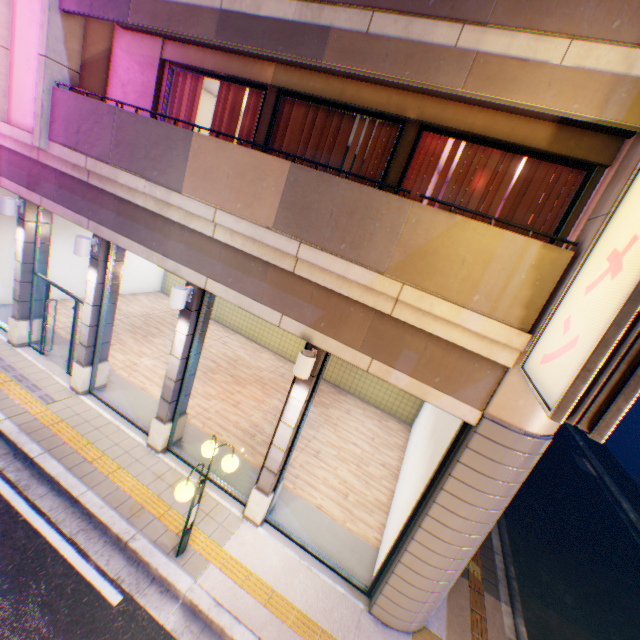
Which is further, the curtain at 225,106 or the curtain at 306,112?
the curtain at 225,106

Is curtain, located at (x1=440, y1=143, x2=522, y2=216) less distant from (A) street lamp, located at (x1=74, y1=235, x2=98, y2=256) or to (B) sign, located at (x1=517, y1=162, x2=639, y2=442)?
(B) sign, located at (x1=517, y1=162, x2=639, y2=442)

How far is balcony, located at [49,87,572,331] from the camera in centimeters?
409cm

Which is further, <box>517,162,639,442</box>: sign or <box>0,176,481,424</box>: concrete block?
<box>0,176,481,424</box>: concrete block

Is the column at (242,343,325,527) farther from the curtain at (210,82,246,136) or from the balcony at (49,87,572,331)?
the curtain at (210,82,246,136)

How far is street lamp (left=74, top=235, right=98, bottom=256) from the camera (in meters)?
6.92

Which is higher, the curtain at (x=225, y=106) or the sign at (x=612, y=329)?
the curtain at (x=225, y=106)

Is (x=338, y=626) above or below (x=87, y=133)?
below
